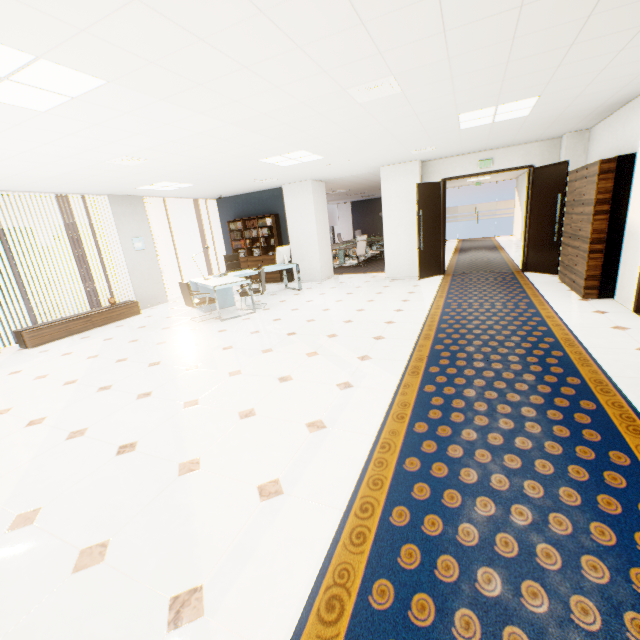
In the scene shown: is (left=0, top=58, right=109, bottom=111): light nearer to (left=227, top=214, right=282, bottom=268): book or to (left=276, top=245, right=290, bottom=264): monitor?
(left=276, top=245, right=290, bottom=264): monitor

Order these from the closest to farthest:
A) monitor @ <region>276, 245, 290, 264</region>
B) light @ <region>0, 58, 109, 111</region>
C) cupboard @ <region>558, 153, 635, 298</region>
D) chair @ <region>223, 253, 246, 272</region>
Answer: light @ <region>0, 58, 109, 111</region> < cupboard @ <region>558, 153, 635, 298</region> < monitor @ <region>276, 245, 290, 264</region> < chair @ <region>223, 253, 246, 272</region>

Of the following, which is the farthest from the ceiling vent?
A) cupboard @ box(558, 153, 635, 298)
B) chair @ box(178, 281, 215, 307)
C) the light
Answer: chair @ box(178, 281, 215, 307)

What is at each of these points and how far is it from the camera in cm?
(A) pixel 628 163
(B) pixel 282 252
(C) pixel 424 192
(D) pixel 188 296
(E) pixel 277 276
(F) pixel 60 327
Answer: (A) cupboard, 477
(B) monitor, 875
(C) door, 816
(D) chair, 672
(E) book, 1073
(F) cupboard, 667

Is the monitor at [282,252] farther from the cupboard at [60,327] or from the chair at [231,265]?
the cupboard at [60,327]

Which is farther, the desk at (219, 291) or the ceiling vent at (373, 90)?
the desk at (219, 291)

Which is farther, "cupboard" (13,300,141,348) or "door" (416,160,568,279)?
"door" (416,160,568,279)

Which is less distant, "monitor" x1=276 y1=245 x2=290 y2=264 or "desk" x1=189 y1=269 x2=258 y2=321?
"desk" x1=189 y1=269 x2=258 y2=321
